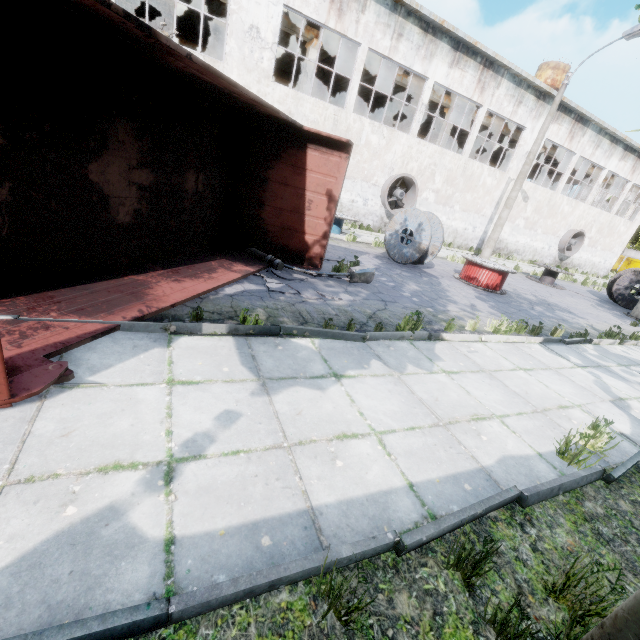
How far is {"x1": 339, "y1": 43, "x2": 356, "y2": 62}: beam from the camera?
16.7m

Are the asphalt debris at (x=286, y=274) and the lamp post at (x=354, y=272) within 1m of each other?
yes

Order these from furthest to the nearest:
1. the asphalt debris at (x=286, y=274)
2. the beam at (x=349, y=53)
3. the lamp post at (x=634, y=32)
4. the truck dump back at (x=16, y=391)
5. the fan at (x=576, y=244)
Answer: the fan at (x=576, y=244)
the beam at (x=349, y=53)
the lamp post at (x=634, y=32)
the asphalt debris at (x=286, y=274)
the truck dump back at (x=16, y=391)

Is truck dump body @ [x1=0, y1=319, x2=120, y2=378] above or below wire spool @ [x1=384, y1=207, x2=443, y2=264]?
below

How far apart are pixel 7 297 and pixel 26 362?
1.47m

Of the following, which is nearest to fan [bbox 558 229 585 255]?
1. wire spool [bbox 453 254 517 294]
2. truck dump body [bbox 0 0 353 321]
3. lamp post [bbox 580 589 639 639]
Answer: wire spool [bbox 453 254 517 294]

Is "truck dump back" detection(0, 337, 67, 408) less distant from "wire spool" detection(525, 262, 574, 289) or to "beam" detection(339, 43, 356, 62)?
"beam" detection(339, 43, 356, 62)
